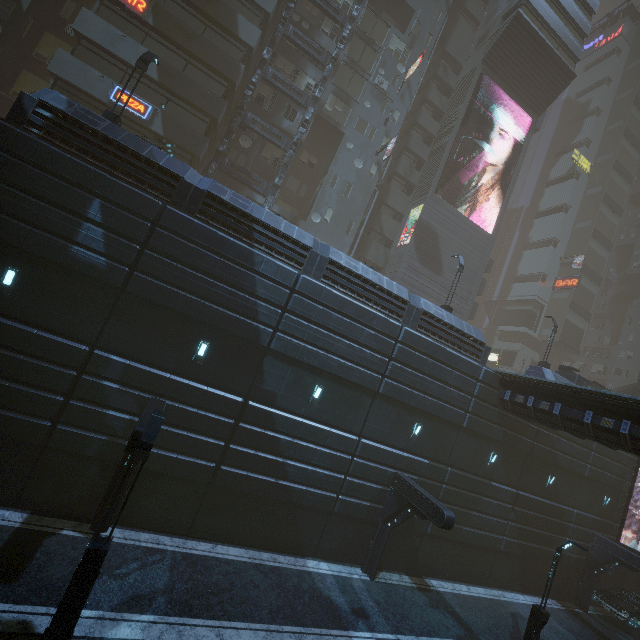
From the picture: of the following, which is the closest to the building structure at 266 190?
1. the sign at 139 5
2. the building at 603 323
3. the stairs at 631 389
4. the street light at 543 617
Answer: the building at 603 323

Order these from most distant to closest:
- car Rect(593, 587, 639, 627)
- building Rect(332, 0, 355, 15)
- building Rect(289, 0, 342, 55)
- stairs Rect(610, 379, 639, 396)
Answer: stairs Rect(610, 379, 639, 396) → building Rect(332, 0, 355, 15) → building Rect(289, 0, 342, 55) → car Rect(593, 587, 639, 627)

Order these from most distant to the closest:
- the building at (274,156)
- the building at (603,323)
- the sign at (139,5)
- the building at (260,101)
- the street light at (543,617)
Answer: the building at (260,101) → the building at (274,156) → the sign at (139,5) → the building at (603,323) → the street light at (543,617)

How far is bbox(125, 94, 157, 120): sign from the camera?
19.94m

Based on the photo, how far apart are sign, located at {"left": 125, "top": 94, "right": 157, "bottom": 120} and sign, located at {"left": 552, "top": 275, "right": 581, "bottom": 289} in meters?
54.3 m

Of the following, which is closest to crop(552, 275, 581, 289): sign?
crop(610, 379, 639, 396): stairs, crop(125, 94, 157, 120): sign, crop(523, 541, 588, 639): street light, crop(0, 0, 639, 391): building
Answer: crop(0, 0, 639, 391): building

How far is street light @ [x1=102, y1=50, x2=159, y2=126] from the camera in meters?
13.9 m

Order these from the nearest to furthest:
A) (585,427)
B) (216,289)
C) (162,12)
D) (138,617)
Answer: (138,617) < (216,289) < (585,427) < (162,12)
